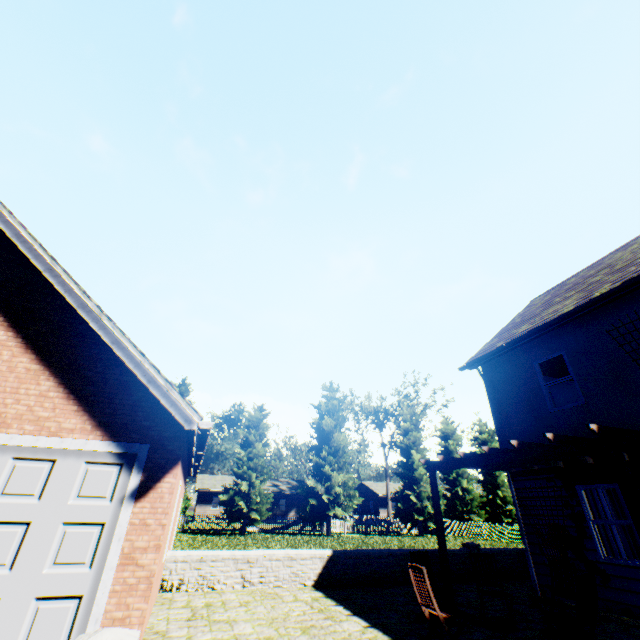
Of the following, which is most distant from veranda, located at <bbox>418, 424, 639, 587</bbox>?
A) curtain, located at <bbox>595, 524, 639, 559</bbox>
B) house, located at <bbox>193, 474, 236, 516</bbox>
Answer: house, located at <bbox>193, 474, 236, 516</bbox>

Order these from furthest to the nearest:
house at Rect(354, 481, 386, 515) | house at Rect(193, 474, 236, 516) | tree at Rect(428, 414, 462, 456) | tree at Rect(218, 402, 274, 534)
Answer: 1. house at Rect(354, 481, 386, 515)
2. house at Rect(193, 474, 236, 516)
3. tree at Rect(428, 414, 462, 456)
4. tree at Rect(218, 402, 274, 534)

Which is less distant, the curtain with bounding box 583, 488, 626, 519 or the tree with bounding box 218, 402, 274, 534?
the curtain with bounding box 583, 488, 626, 519

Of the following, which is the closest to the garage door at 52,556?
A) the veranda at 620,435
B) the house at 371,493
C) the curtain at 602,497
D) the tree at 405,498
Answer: the veranda at 620,435

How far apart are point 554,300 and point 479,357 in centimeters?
370cm

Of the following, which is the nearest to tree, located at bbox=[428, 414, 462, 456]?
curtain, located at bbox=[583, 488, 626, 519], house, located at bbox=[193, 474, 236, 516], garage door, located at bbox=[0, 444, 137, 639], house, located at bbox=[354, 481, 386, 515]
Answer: house, located at bbox=[354, 481, 386, 515]

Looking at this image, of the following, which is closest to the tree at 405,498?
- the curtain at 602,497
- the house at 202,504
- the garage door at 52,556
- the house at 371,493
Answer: the house at 371,493

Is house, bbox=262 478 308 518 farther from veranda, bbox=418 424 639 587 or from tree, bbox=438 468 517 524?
veranda, bbox=418 424 639 587
